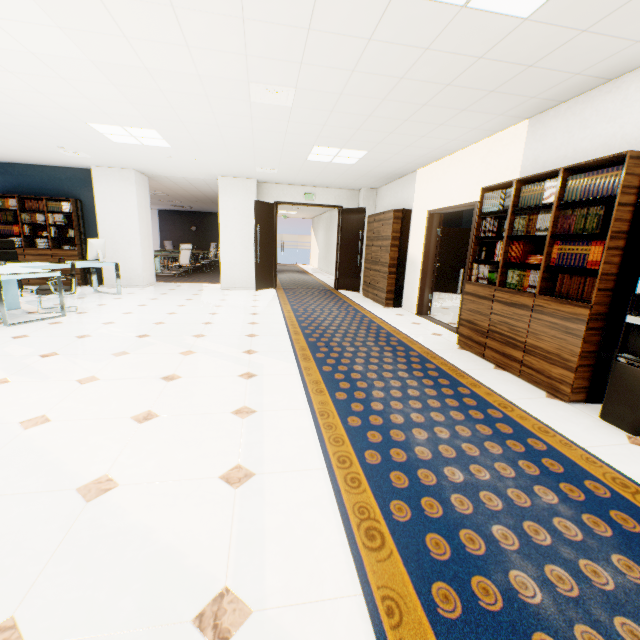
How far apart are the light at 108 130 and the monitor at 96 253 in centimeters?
226cm

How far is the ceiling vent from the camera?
3.5 meters

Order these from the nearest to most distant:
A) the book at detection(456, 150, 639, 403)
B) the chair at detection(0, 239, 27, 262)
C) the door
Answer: the book at detection(456, 150, 639, 403) → the chair at detection(0, 239, 27, 262) → the door

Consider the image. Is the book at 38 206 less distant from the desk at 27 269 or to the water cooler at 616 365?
the desk at 27 269

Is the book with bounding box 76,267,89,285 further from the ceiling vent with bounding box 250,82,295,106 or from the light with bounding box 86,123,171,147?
the ceiling vent with bounding box 250,82,295,106

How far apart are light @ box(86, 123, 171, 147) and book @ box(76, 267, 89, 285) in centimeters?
338cm

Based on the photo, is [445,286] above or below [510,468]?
above

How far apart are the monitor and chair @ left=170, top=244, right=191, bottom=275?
3.7 meters
